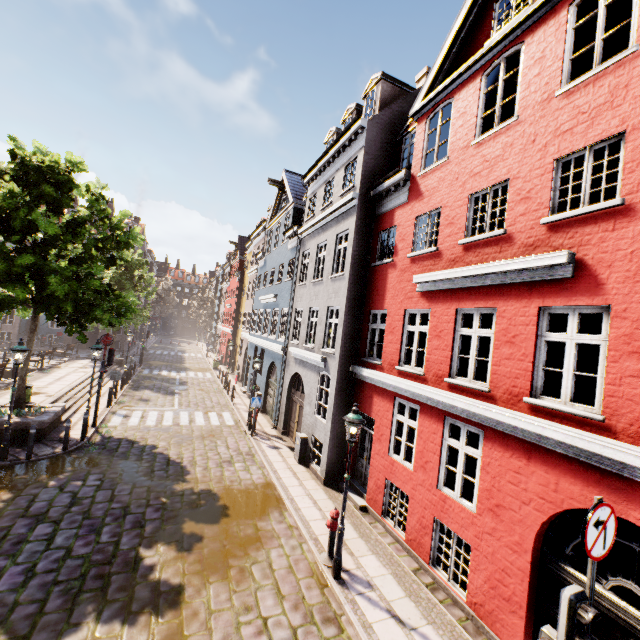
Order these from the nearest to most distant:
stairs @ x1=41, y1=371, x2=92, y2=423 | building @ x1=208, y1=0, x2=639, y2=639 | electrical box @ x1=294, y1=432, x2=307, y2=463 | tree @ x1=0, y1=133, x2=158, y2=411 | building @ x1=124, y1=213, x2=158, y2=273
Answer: building @ x1=208, y1=0, x2=639, y2=639, tree @ x1=0, y1=133, x2=158, y2=411, electrical box @ x1=294, y1=432, x2=307, y2=463, stairs @ x1=41, y1=371, x2=92, y2=423, building @ x1=124, y1=213, x2=158, y2=273

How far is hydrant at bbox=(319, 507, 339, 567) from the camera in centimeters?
759cm

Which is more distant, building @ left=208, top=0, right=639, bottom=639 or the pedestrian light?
building @ left=208, top=0, right=639, bottom=639

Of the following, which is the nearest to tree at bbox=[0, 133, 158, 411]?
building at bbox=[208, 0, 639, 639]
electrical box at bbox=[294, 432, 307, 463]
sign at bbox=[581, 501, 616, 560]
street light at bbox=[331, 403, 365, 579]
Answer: building at bbox=[208, 0, 639, 639]

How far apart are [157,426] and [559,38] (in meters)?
19.04

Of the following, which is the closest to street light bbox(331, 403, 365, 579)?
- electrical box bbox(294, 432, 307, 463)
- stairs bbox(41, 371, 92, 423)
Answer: electrical box bbox(294, 432, 307, 463)

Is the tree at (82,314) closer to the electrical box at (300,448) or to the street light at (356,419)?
the electrical box at (300,448)

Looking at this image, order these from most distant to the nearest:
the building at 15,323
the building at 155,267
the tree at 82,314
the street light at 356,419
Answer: the building at 155,267 → the building at 15,323 → the tree at 82,314 → the street light at 356,419
